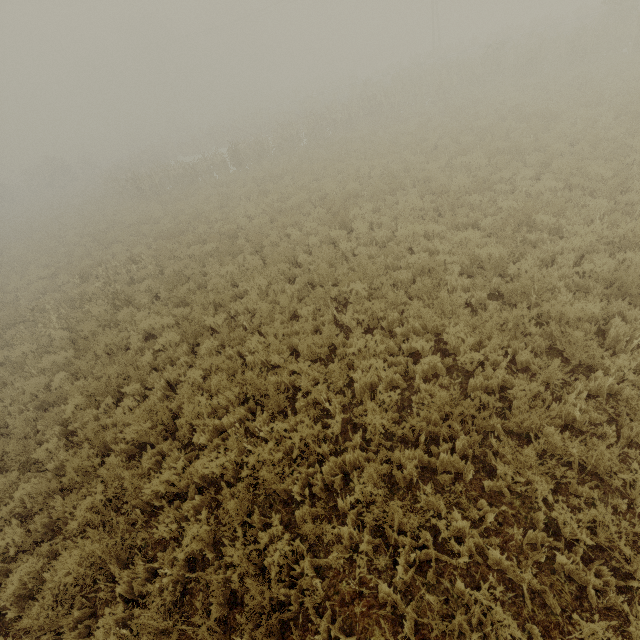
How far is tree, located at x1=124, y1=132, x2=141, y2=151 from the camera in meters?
54.2

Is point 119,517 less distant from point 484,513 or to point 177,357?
point 177,357

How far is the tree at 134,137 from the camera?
54.2m
